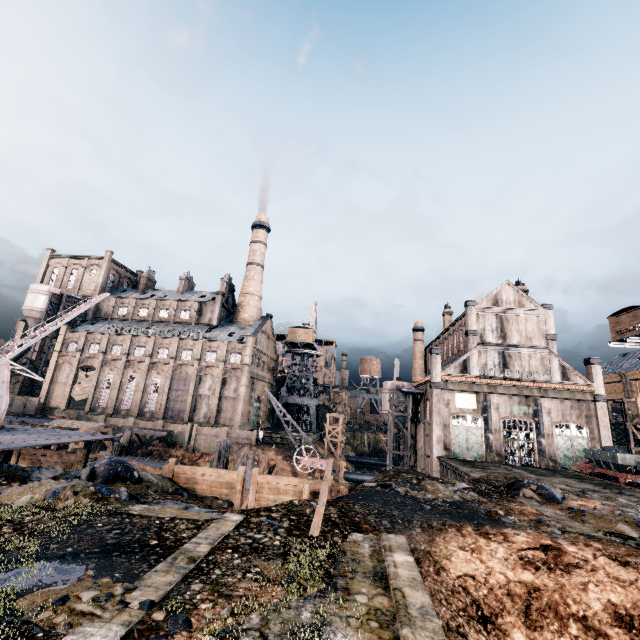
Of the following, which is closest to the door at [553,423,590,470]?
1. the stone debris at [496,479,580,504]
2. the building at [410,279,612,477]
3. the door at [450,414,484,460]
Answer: the building at [410,279,612,477]

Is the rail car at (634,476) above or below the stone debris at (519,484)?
above

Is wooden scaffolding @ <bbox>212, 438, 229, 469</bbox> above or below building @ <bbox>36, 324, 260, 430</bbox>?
below

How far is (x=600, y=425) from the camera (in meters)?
38.03

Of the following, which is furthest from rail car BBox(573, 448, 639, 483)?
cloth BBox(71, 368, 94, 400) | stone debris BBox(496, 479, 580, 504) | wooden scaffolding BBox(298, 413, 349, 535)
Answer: cloth BBox(71, 368, 94, 400)

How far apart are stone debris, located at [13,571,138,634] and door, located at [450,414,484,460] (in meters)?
39.14

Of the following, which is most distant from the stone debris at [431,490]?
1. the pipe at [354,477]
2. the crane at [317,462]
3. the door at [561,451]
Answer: the pipe at [354,477]

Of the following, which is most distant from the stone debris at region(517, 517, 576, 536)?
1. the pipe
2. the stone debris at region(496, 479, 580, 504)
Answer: the pipe
